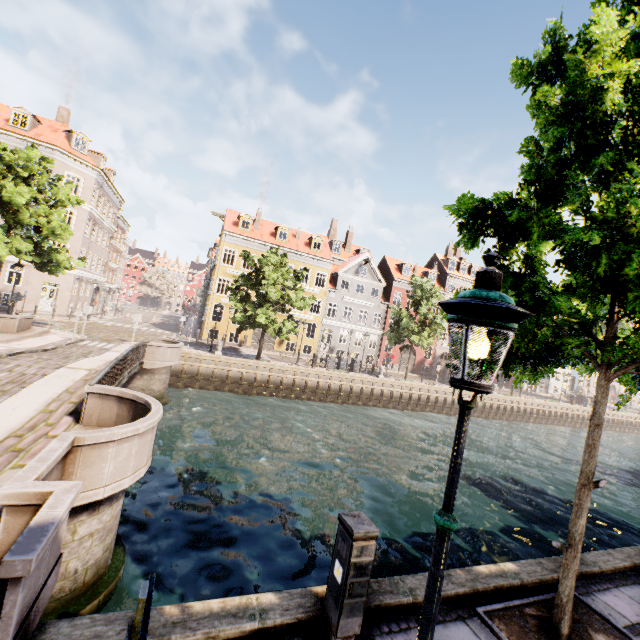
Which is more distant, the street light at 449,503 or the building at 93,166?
the building at 93,166

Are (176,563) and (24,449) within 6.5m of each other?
yes

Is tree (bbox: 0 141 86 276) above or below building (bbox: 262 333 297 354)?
above

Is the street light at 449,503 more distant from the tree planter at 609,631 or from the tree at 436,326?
the tree planter at 609,631

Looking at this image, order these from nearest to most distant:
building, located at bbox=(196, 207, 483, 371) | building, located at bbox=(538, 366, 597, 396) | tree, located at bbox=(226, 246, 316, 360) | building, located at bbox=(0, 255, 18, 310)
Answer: tree, located at bbox=(226, 246, 316, 360) < building, located at bbox=(0, 255, 18, 310) < building, located at bbox=(196, 207, 483, 371) < building, located at bbox=(538, 366, 597, 396)

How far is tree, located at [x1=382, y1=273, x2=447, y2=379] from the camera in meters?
27.7 m

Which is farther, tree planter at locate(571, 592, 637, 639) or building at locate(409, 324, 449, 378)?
building at locate(409, 324, 449, 378)

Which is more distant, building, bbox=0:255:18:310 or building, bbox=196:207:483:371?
building, bbox=196:207:483:371
